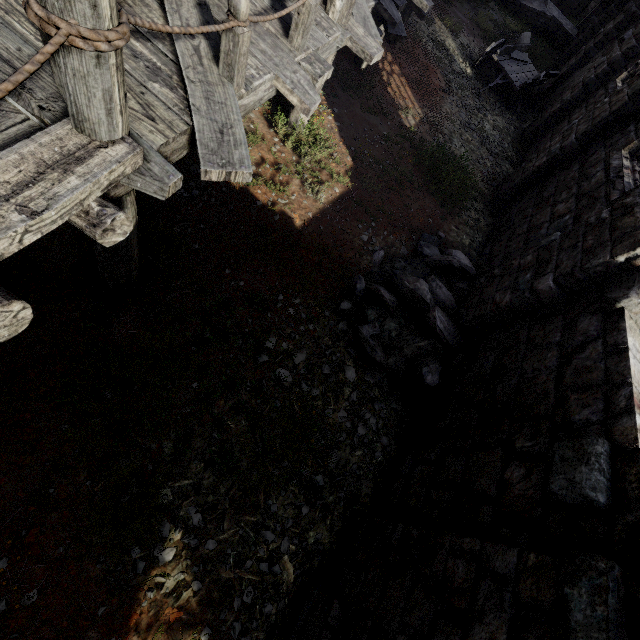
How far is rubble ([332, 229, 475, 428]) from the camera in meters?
5.3

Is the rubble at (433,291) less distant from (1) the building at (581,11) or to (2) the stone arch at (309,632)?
(1) the building at (581,11)

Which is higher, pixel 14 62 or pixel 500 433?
pixel 14 62

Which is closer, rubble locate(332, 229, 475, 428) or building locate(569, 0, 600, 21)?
rubble locate(332, 229, 475, 428)

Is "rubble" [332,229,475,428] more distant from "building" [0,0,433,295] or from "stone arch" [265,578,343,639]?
"stone arch" [265,578,343,639]

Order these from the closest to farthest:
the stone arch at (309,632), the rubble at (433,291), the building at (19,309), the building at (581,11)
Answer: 1. the building at (19,309)
2. the stone arch at (309,632)
3. the rubble at (433,291)
4. the building at (581,11)

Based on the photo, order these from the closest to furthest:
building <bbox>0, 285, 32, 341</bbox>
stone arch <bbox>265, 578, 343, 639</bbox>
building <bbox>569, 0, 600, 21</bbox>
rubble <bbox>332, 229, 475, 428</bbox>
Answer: building <bbox>0, 285, 32, 341</bbox>, stone arch <bbox>265, 578, 343, 639</bbox>, rubble <bbox>332, 229, 475, 428</bbox>, building <bbox>569, 0, 600, 21</bbox>

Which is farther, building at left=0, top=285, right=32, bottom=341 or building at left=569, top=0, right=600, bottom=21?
building at left=569, top=0, right=600, bottom=21
